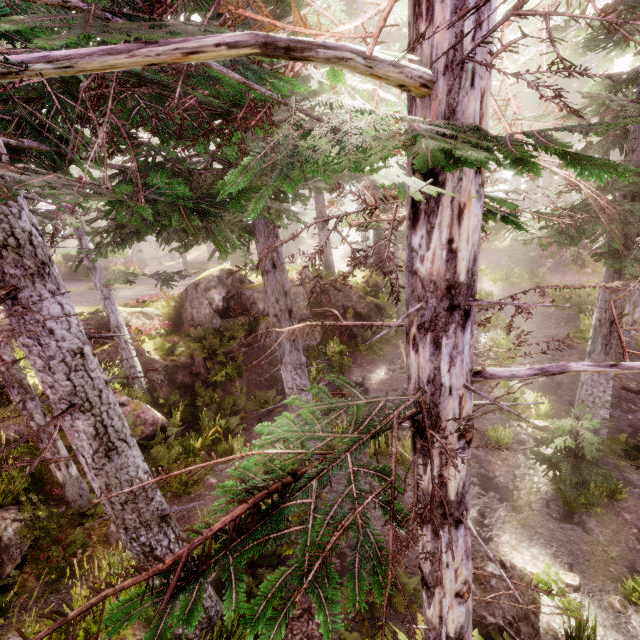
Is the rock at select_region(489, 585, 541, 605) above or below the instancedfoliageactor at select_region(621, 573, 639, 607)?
above

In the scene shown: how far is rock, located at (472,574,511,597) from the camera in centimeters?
670cm

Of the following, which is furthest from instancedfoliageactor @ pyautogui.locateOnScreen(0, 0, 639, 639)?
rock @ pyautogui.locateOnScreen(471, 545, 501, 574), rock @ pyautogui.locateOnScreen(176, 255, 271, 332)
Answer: rock @ pyautogui.locateOnScreen(471, 545, 501, 574)

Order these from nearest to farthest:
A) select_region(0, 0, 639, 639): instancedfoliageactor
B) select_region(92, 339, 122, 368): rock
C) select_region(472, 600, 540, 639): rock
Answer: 1. select_region(0, 0, 639, 639): instancedfoliageactor
2. select_region(472, 600, 540, 639): rock
3. select_region(92, 339, 122, 368): rock

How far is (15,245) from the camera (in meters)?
3.54

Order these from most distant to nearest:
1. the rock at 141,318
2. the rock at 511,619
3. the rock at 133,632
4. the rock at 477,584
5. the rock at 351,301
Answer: the rock at 351,301
the rock at 141,318
the rock at 477,584
the rock at 511,619
the rock at 133,632

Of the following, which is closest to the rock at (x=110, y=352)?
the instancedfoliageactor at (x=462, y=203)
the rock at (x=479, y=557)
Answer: the instancedfoliageactor at (x=462, y=203)

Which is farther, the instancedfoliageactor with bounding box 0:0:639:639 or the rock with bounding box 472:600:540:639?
the rock with bounding box 472:600:540:639
